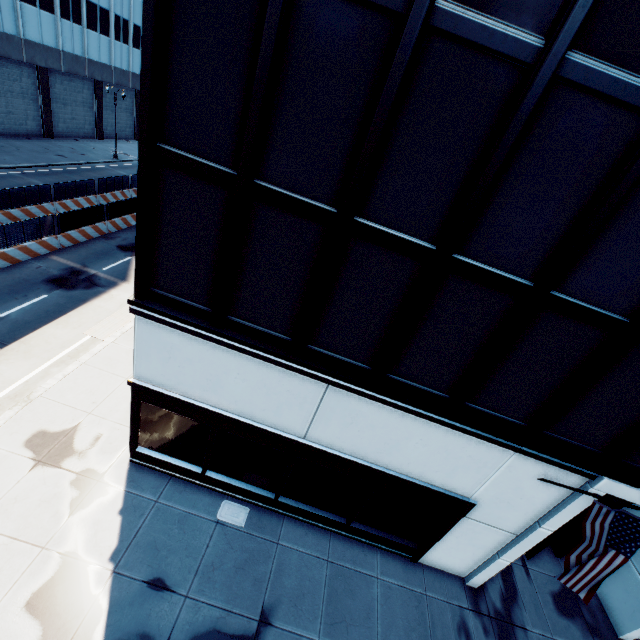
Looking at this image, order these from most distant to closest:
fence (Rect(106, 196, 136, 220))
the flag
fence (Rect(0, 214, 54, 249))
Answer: fence (Rect(106, 196, 136, 220)) < fence (Rect(0, 214, 54, 249)) < the flag

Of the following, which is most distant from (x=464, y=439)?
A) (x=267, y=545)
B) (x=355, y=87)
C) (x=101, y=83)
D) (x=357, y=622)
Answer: (x=101, y=83)

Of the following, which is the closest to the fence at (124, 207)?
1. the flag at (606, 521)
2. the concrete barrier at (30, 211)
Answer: the concrete barrier at (30, 211)

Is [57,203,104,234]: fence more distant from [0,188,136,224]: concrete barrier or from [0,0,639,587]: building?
[0,0,639,587]: building

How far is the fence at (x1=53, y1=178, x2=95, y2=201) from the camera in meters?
22.9

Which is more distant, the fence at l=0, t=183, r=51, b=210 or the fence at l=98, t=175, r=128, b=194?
the fence at l=98, t=175, r=128, b=194

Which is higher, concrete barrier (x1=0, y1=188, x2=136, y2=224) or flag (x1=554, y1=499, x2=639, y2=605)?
flag (x1=554, y1=499, x2=639, y2=605)

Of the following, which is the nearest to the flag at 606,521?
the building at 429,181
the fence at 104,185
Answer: the building at 429,181
